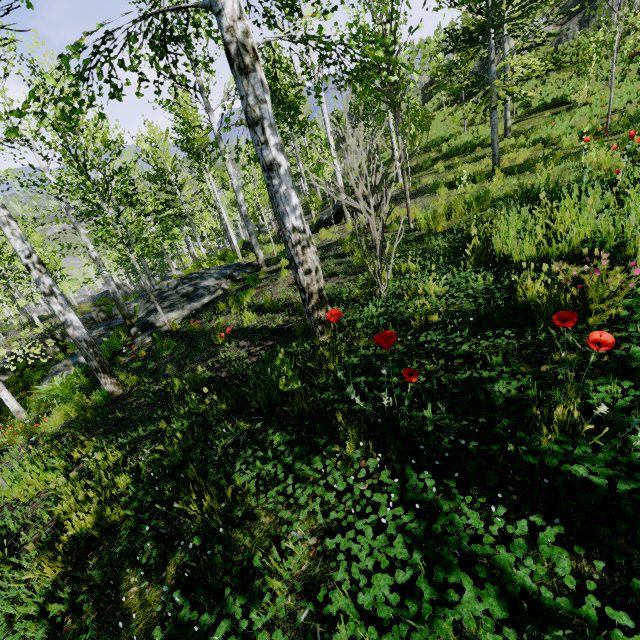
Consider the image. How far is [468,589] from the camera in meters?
1.1 m

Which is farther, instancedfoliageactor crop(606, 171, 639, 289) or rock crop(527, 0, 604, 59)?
rock crop(527, 0, 604, 59)

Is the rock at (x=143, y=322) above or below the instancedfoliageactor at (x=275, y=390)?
below

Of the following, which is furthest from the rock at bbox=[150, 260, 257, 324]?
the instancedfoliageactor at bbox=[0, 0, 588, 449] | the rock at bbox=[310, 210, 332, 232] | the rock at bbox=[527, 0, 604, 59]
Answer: the instancedfoliageactor at bbox=[0, 0, 588, 449]

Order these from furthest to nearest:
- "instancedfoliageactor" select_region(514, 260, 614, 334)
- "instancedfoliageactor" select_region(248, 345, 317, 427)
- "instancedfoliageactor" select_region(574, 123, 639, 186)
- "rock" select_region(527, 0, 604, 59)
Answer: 1. "rock" select_region(527, 0, 604, 59)
2. "instancedfoliageactor" select_region(574, 123, 639, 186)
3. "instancedfoliageactor" select_region(248, 345, 317, 427)
4. "instancedfoliageactor" select_region(514, 260, 614, 334)

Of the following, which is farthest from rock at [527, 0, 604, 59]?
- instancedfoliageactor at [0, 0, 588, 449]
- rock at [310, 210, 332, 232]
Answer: instancedfoliageactor at [0, 0, 588, 449]

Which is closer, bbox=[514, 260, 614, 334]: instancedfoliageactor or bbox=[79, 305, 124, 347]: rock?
bbox=[514, 260, 614, 334]: instancedfoliageactor

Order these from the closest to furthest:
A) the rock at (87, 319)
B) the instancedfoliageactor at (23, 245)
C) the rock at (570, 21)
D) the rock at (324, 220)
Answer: the instancedfoliageactor at (23, 245) → the rock at (87, 319) → the rock at (324, 220) → the rock at (570, 21)
